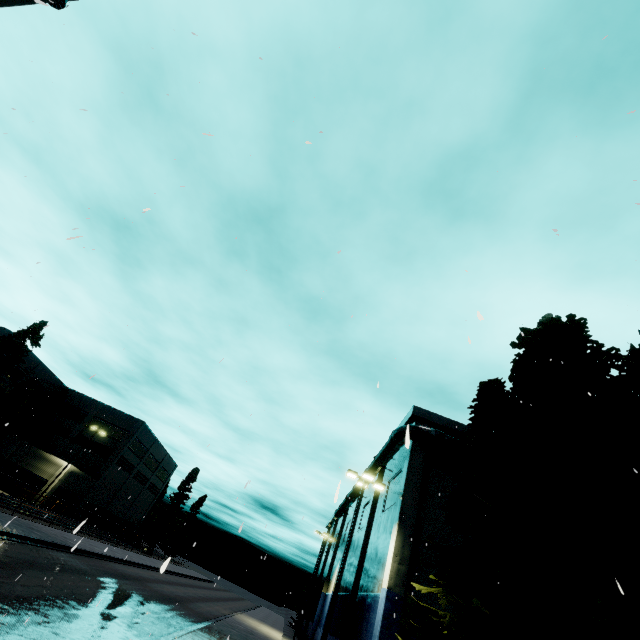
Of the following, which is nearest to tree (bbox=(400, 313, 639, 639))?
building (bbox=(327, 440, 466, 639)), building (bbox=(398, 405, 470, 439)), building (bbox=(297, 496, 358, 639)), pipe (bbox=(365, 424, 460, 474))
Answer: building (bbox=(398, 405, 470, 439))

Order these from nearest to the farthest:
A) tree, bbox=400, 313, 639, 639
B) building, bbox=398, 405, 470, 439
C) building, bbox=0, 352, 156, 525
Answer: tree, bbox=400, 313, 639, 639 → building, bbox=398, 405, 470, 439 → building, bbox=0, 352, 156, 525

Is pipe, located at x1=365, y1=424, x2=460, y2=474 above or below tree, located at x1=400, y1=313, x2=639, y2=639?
above

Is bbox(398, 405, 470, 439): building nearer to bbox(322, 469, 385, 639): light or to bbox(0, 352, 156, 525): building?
bbox(322, 469, 385, 639): light

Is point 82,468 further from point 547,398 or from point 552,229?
point 552,229

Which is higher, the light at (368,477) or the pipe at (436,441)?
the pipe at (436,441)

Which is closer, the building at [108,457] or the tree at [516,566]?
the tree at [516,566]

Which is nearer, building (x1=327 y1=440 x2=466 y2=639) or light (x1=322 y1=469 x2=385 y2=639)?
light (x1=322 y1=469 x2=385 y2=639)
